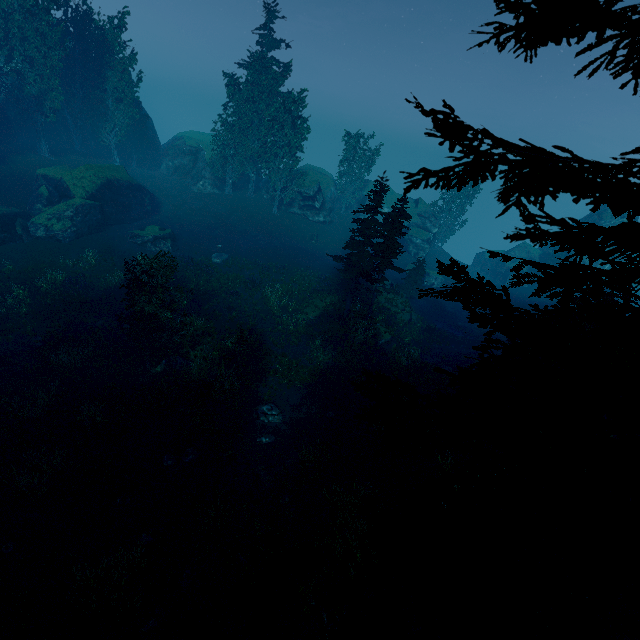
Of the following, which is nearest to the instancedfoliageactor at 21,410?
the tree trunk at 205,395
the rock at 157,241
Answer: the tree trunk at 205,395

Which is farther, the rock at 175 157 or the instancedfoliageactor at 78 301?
the rock at 175 157

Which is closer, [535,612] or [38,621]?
[535,612]

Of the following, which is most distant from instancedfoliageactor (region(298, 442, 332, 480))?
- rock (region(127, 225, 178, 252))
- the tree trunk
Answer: rock (region(127, 225, 178, 252))

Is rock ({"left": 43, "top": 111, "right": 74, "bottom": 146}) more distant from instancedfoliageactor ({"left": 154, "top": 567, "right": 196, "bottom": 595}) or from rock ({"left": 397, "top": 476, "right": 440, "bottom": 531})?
rock ({"left": 397, "top": 476, "right": 440, "bottom": 531})

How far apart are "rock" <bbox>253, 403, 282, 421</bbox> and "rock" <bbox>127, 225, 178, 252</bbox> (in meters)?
19.86

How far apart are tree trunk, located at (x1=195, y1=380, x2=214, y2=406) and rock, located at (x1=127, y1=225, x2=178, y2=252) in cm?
1751

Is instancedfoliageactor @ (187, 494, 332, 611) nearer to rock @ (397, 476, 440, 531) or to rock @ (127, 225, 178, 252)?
rock @ (397, 476, 440, 531)
